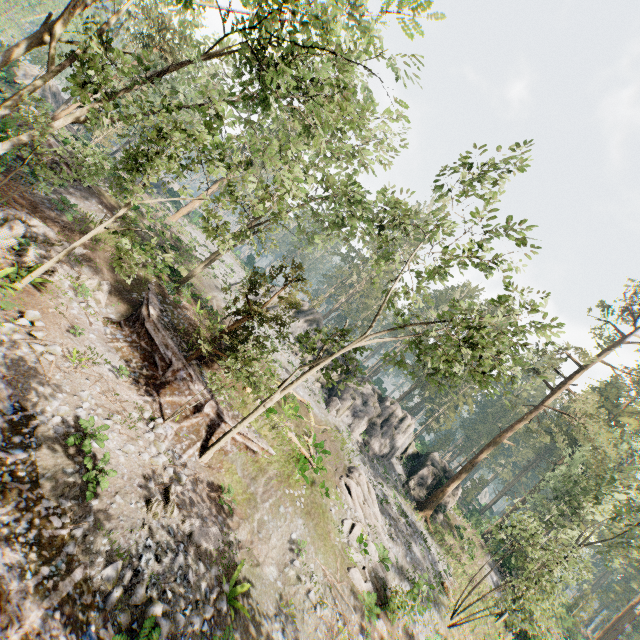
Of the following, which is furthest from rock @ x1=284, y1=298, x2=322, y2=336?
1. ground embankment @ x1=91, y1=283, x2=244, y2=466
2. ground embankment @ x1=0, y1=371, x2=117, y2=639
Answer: ground embankment @ x1=0, y1=371, x2=117, y2=639

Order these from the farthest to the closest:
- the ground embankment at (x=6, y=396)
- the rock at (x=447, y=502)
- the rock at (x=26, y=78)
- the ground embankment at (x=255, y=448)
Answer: the rock at (x=26, y=78) → the rock at (x=447, y=502) → the ground embankment at (x=255, y=448) → the ground embankment at (x=6, y=396)

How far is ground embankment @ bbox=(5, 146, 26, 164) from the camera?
17.91m

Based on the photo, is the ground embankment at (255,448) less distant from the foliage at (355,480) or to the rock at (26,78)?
the foliage at (355,480)

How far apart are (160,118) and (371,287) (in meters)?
14.05

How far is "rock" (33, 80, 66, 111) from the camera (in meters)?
47.27

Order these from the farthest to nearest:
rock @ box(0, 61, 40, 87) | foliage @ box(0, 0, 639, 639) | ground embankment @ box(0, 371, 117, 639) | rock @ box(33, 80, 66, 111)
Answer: rock @ box(33, 80, 66, 111), rock @ box(0, 61, 40, 87), foliage @ box(0, 0, 639, 639), ground embankment @ box(0, 371, 117, 639)

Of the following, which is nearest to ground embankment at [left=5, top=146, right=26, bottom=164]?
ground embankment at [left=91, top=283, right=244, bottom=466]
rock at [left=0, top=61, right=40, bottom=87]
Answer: rock at [left=0, top=61, right=40, bottom=87]
